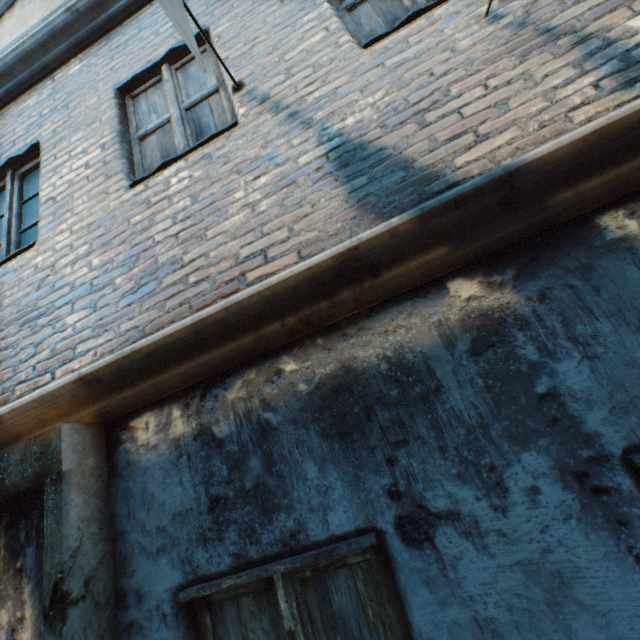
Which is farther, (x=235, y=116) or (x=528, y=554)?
(x=235, y=116)
